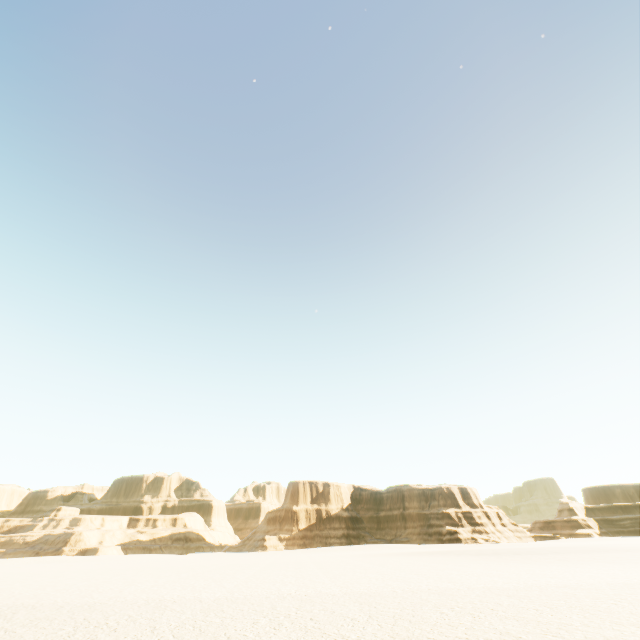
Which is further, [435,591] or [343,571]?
[343,571]
